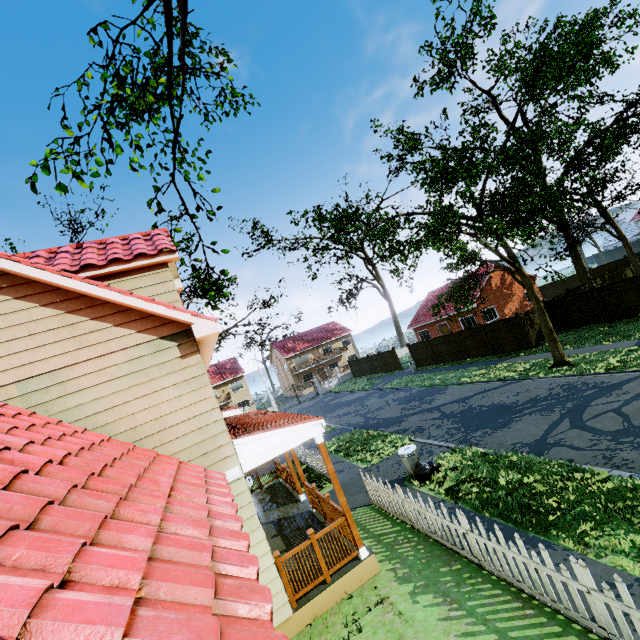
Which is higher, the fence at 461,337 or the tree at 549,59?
the tree at 549,59

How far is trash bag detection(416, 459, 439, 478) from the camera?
10.1 meters

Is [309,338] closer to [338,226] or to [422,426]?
[338,226]

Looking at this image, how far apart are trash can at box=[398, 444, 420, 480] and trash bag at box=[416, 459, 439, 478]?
0.0 meters

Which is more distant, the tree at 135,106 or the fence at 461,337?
the fence at 461,337

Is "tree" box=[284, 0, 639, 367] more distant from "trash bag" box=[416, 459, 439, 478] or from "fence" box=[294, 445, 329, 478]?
"trash bag" box=[416, 459, 439, 478]

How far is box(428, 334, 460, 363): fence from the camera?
26.97m

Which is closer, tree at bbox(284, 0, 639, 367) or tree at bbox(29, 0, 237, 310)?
tree at bbox(29, 0, 237, 310)
